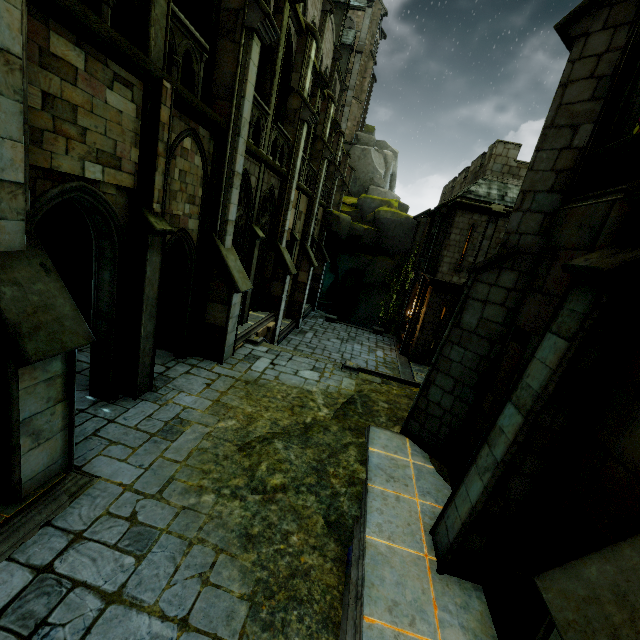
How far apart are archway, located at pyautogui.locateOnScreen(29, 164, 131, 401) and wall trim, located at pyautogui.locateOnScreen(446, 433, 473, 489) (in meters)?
7.37

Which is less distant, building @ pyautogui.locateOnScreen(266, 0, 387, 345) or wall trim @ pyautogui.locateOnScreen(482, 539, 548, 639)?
wall trim @ pyautogui.locateOnScreen(482, 539, 548, 639)

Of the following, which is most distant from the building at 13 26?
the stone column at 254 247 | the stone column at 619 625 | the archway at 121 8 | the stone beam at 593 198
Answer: the stone beam at 593 198

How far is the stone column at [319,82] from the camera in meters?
15.9

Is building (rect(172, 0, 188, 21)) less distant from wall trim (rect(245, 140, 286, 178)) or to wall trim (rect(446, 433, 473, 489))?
wall trim (rect(245, 140, 286, 178))

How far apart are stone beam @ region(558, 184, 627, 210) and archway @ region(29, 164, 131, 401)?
7.7m

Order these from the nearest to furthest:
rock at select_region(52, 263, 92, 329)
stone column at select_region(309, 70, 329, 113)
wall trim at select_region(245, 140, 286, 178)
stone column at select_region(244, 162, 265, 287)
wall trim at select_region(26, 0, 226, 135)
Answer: wall trim at select_region(26, 0, 226, 135)
rock at select_region(52, 263, 92, 329)
wall trim at select_region(245, 140, 286, 178)
stone column at select_region(244, 162, 265, 287)
stone column at select_region(309, 70, 329, 113)

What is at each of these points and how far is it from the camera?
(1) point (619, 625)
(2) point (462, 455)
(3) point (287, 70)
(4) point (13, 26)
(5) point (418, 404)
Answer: (1) stone column, 2.1m
(2) wall trim, 6.2m
(3) archway, 13.0m
(4) building, 3.4m
(5) stone column, 7.6m
